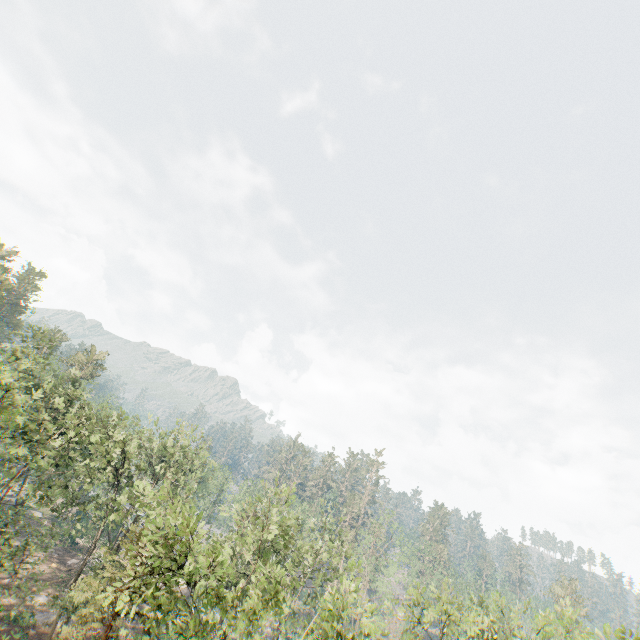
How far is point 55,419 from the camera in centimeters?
3066cm

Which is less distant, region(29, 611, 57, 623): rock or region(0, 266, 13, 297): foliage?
region(29, 611, 57, 623): rock

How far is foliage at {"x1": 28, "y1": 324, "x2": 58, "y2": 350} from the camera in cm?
3043

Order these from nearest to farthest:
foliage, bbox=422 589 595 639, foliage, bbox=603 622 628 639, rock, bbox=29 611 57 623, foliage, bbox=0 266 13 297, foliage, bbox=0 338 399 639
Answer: foliage, bbox=603 622 628 639 → foliage, bbox=0 338 399 639 → foliage, bbox=422 589 595 639 → rock, bbox=29 611 57 623 → foliage, bbox=0 266 13 297

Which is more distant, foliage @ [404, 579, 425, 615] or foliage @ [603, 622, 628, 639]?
foliage @ [404, 579, 425, 615]

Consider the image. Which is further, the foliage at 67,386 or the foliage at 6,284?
the foliage at 6,284

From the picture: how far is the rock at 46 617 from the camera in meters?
30.0 m
